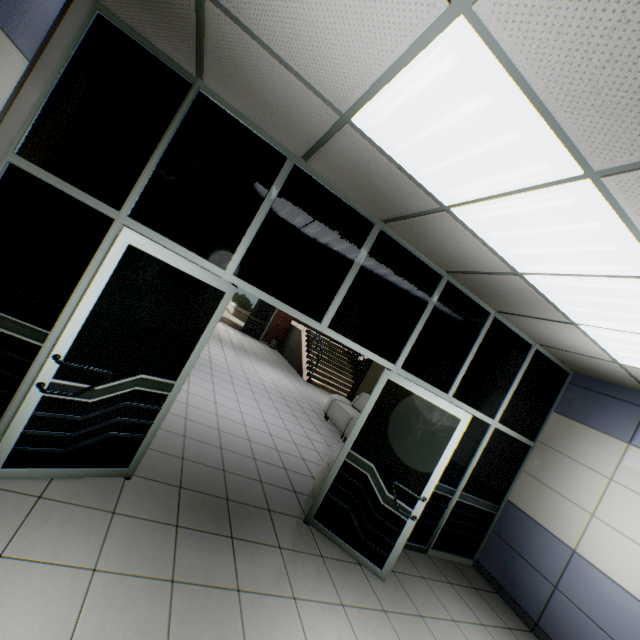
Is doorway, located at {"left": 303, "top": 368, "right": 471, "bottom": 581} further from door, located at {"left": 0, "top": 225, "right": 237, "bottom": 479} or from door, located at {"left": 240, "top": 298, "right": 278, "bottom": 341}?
door, located at {"left": 240, "top": 298, "right": 278, "bottom": 341}

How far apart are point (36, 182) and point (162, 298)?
1.2m

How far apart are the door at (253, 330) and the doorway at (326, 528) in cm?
1300

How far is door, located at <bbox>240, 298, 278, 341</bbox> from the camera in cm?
1633

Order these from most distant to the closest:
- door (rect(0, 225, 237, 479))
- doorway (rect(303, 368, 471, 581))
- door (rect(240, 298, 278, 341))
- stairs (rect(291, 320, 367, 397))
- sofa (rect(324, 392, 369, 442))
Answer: door (rect(240, 298, 278, 341)) → stairs (rect(291, 320, 367, 397)) → sofa (rect(324, 392, 369, 442)) → doorway (rect(303, 368, 471, 581)) → door (rect(0, 225, 237, 479))

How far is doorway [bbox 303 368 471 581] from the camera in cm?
340

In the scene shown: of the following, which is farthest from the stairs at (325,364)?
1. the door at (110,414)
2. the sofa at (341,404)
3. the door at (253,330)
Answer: the door at (110,414)

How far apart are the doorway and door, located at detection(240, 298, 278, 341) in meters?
13.0
